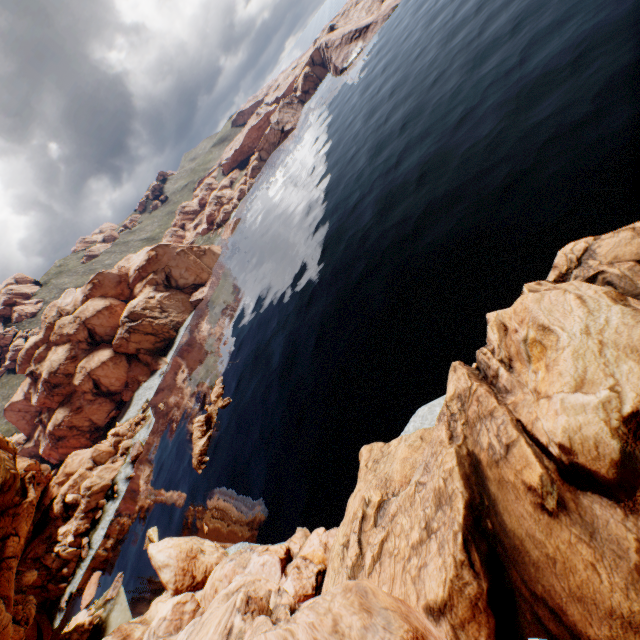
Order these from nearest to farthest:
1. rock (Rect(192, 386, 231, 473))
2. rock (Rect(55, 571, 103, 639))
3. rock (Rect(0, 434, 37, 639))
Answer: rock (Rect(0, 434, 37, 639)) < rock (Rect(55, 571, 103, 639)) < rock (Rect(192, 386, 231, 473))

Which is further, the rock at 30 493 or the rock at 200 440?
the rock at 200 440

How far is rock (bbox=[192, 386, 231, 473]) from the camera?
51.47m

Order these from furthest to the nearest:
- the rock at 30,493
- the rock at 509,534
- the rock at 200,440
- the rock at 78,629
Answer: the rock at 200,440
the rock at 78,629
the rock at 30,493
the rock at 509,534

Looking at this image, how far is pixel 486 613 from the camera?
9.1m

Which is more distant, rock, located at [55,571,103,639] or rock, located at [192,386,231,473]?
rock, located at [192,386,231,473]
